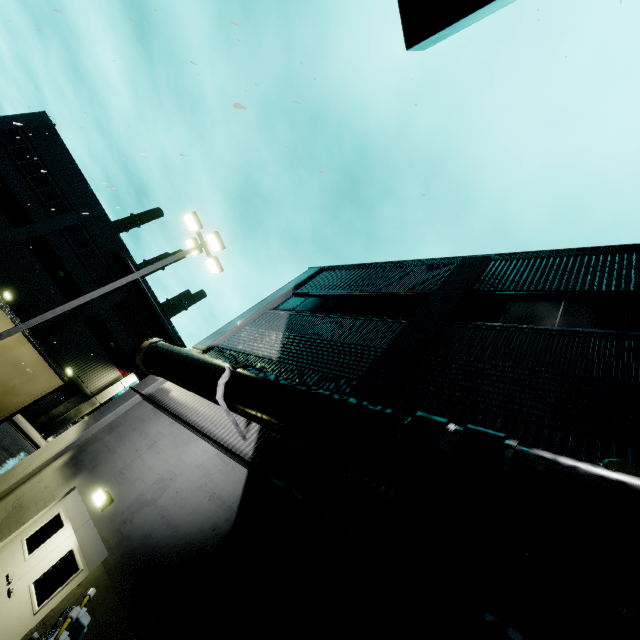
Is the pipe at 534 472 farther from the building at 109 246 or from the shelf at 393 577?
the shelf at 393 577

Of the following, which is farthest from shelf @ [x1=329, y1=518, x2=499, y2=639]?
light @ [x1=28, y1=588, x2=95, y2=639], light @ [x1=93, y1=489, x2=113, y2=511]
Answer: light @ [x1=93, y1=489, x2=113, y2=511]

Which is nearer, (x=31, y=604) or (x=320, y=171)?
(x=320, y=171)

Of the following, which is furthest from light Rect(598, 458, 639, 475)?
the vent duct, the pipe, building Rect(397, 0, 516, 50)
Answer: the vent duct

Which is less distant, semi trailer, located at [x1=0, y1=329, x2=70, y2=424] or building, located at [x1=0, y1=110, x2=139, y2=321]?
semi trailer, located at [x1=0, y1=329, x2=70, y2=424]

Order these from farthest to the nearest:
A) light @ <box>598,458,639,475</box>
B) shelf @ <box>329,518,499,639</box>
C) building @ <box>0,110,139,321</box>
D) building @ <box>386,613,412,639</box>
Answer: building @ <box>0,110,139,321</box>
light @ <box>598,458,639,475</box>
building @ <box>386,613,412,639</box>
shelf @ <box>329,518,499,639</box>

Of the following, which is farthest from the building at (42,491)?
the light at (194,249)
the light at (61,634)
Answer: the light at (61,634)

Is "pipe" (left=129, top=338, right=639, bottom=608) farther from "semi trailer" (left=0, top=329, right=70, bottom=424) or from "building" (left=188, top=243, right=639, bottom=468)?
"semi trailer" (left=0, top=329, right=70, bottom=424)
